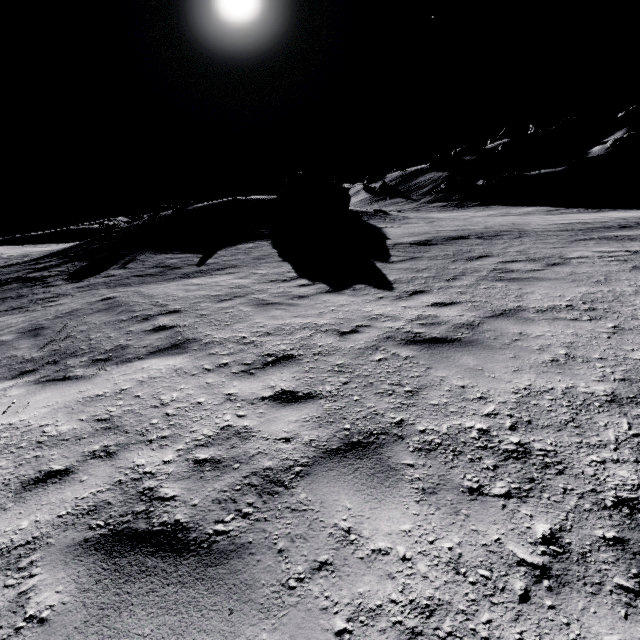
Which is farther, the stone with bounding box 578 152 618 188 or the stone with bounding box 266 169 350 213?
the stone with bounding box 578 152 618 188

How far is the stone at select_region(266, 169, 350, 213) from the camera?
24.2 meters

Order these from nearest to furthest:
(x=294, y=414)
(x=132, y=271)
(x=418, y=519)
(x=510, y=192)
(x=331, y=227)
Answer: (x=418, y=519) → (x=294, y=414) → (x=132, y=271) → (x=331, y=227) → (x=510, y=192)

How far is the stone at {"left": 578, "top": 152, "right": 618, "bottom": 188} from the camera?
42.9 meters

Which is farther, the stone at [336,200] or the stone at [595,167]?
the stone at [595,167]

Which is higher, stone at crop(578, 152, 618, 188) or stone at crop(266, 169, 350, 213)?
stone at crop(266, 169, 350, 213)

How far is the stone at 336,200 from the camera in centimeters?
2419cm
